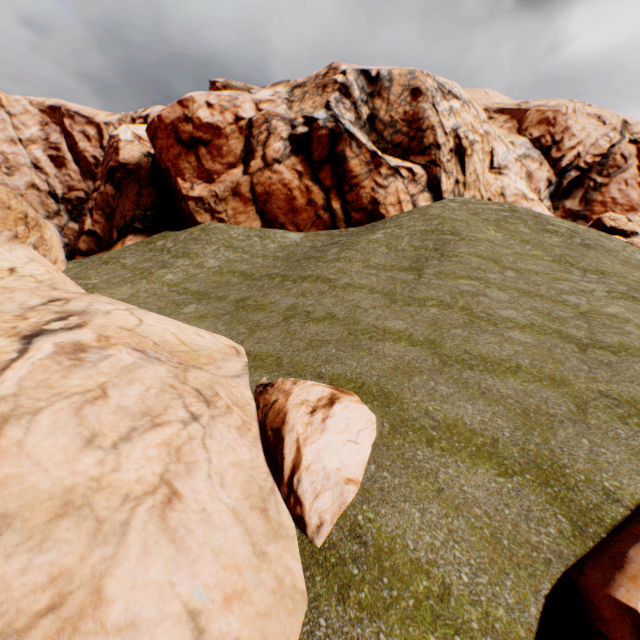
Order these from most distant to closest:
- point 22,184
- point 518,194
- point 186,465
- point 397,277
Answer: point 22,184
point 518,194
point 397,277
point 186,465
